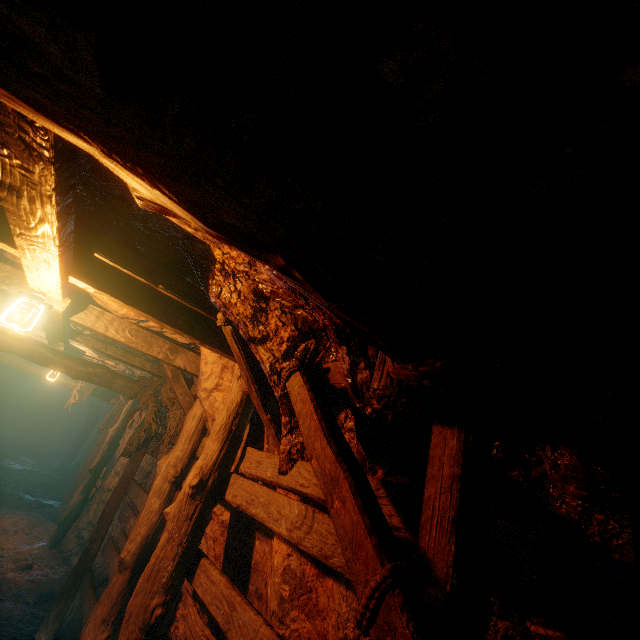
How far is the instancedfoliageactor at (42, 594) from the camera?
5.7m

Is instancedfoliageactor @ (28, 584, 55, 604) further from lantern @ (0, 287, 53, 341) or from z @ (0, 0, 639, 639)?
lantern @ (0, 287, 53, 341)

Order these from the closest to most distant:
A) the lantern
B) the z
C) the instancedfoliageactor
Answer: the z < the lantern < the instancedfoliageactor

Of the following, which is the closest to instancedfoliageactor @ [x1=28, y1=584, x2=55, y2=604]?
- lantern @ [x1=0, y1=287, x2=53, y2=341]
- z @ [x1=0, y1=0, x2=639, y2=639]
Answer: z @ [x1=0, y1=0, x2=639, y2=639]

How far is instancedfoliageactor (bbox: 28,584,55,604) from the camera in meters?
5.7 m

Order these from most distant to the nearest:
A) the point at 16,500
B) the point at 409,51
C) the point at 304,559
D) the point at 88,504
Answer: the point at 88,504 → the point at 16,500 → the point at 304,559 → the point at 409,51

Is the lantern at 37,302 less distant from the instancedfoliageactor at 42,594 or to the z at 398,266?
the z at 398,266
